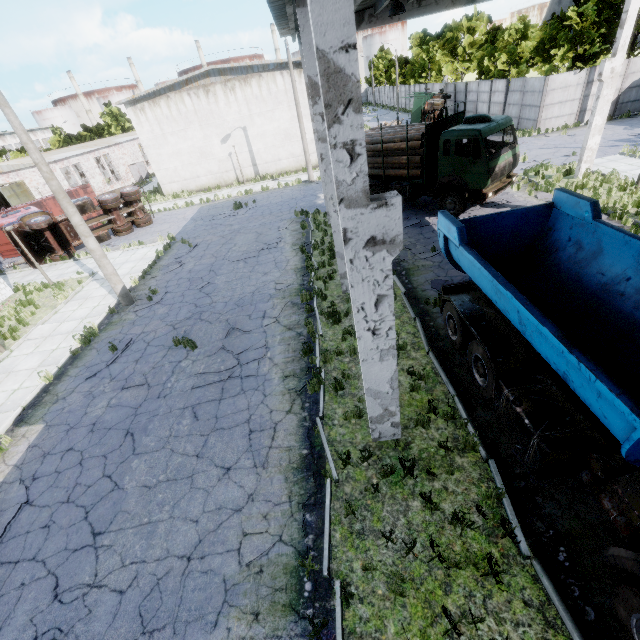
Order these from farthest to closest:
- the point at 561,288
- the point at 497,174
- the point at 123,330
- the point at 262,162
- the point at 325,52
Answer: the point at 262,162, the point at 497,174, the point at 123,330, the point at 561,288, the point at 325,52

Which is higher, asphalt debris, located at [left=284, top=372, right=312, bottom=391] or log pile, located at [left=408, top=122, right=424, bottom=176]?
log pile, located at [left=408, top=122, right=424, bottom=176]

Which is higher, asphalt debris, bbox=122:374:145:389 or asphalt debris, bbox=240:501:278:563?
asphalt debris, bbox=122:374:145:389

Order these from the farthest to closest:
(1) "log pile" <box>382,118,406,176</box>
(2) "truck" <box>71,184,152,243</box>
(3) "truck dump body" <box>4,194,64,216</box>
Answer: (3) "truck dump body" <box>4,194,64,216</box> < (2) "truck" <box>71,184,152,243</box> < (1) "log pile" <box>382,118,406,176</box>

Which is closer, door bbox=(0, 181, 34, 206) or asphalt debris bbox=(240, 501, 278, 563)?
asphalt debris bbox=(240, 501, 278, 563)

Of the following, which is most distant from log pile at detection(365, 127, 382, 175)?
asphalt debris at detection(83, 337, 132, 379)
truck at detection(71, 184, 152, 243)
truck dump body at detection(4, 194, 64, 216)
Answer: truck dump body at detection(4, 194, 64, 216)

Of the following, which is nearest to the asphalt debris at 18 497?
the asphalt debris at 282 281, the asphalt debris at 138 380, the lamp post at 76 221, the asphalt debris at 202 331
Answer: the asphalt debris at 138 380

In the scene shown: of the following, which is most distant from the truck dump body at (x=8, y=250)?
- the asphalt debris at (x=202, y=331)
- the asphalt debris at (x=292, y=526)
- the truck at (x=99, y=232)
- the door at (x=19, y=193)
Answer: the asphalt debris at (x=292, y=526)
